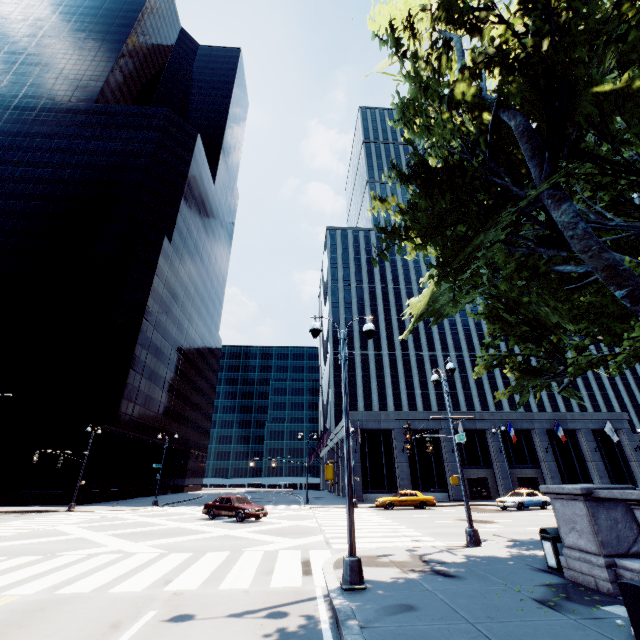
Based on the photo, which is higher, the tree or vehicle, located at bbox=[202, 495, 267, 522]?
the tree

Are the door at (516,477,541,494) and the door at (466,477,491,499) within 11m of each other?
yes

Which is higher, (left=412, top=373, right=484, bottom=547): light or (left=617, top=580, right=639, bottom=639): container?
(left=617, top=580, right=639, bottom=639): container

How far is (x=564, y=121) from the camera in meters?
7.3

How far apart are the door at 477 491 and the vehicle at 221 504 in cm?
2671

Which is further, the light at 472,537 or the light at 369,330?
the light at 472,537

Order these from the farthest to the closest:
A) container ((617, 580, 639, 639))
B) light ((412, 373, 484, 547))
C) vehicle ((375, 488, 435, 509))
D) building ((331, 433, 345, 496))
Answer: building ((331, 433, 345, 496)), vehicle ((375, 488, 435, 509)), light ((412, 373, 484, 547)), container ((617, 580, 639, 639))

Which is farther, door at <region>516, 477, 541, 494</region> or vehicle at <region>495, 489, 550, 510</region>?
door at <region>516, 477, 541, 494</region>
